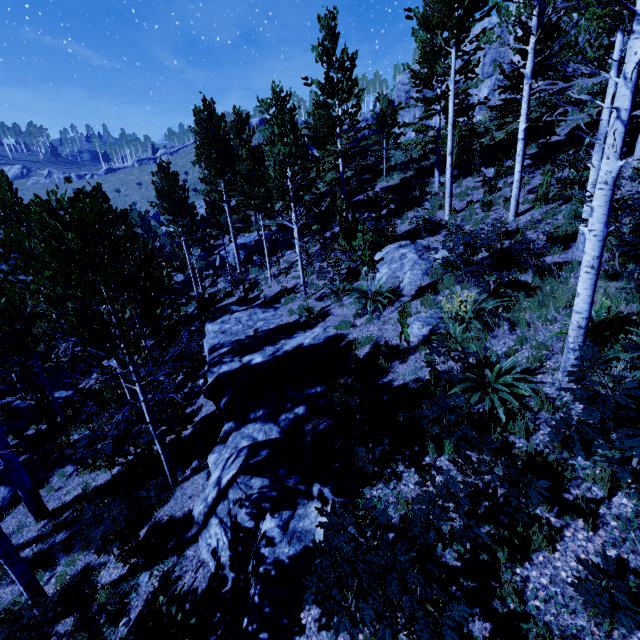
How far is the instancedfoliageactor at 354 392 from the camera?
7.0m

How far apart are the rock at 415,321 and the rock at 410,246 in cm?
216

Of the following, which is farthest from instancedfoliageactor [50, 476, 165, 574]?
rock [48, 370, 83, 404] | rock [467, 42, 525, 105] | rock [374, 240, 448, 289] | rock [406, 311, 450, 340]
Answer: rock [467, 42, 525, 105]

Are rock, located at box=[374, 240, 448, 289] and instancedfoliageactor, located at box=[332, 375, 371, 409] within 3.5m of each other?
no

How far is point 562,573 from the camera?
3.4m

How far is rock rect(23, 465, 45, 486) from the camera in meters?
10.5 m

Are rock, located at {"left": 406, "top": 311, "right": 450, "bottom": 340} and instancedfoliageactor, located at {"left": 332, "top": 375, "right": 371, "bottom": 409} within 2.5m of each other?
yes

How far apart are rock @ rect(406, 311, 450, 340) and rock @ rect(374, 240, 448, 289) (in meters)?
2.16
